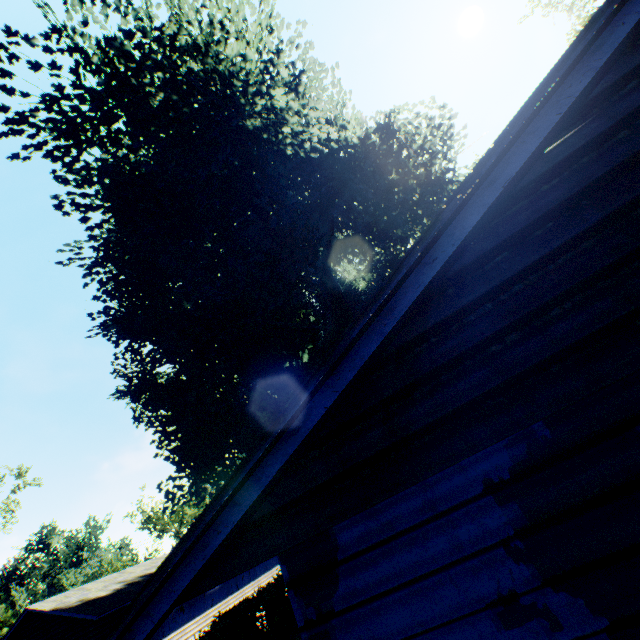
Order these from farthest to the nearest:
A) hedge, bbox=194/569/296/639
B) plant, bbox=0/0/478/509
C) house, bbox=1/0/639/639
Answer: hedge, bbox=194/569/296/639, plant, bbox=0/0/478/509, house, bbox=1/0/639/639

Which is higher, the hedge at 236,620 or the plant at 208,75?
the plant at 208,75

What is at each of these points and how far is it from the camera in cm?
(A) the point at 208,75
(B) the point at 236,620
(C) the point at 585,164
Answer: (A) plant, 832
(B) hedge, 1212
(C) house, 229

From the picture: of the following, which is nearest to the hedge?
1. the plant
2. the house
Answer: the plant

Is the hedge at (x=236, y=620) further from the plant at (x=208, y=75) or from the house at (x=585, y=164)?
the house at (x=585, y=164)

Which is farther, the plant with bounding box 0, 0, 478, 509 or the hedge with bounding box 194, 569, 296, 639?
the hedge with bounding box 194, 569, 296, 639

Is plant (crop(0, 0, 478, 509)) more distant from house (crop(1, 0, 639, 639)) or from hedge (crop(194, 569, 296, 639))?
hedge (crop(194, 569, 296, 639))
